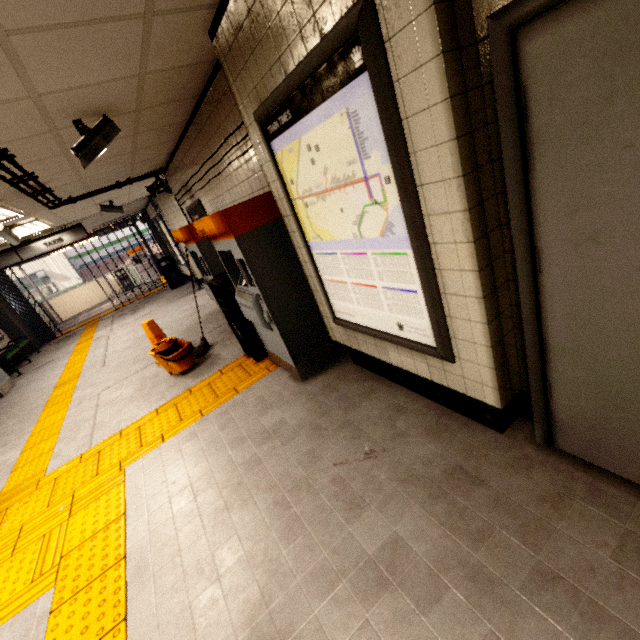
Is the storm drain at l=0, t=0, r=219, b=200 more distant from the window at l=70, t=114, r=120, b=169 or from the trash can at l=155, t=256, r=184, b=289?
the trash can at l=155, t=256, r=184, b=289

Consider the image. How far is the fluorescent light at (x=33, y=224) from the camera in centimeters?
586cm

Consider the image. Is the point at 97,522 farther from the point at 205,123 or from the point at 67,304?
the point at 67,304

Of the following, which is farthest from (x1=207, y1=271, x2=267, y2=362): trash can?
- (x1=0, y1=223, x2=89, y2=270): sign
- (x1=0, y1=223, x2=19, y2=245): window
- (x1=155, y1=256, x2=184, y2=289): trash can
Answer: (x1=155, y1=256, x2=184, y2=289): trash can

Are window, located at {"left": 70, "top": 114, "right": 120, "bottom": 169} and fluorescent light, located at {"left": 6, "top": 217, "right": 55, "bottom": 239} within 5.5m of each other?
yes

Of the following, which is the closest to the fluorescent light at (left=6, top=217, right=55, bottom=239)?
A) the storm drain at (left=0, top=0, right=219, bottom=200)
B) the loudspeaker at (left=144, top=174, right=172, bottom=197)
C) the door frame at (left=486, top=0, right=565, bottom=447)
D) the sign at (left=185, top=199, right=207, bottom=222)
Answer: the storm drain at (left=0, top=0, right=219, bottom=200)

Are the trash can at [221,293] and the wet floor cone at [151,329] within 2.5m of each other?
yes

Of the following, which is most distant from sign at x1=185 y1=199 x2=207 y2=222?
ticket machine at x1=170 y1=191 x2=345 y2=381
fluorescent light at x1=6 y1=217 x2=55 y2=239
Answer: fluorescent light at x1=6 y1=217 x2=55 y2=239
